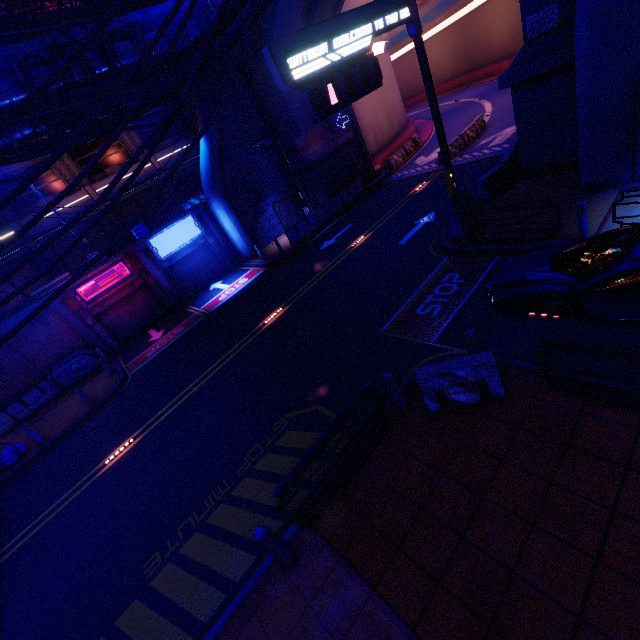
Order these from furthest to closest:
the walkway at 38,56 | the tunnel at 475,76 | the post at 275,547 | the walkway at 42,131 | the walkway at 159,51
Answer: the tunnel at 475,76, the walkway at 159,51, the walkway at 42,131, the walkway at 38,56, the post at 275,547

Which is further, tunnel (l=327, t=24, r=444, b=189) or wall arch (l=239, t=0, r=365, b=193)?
tunnel (l=327, t=24, r=444, b=189)

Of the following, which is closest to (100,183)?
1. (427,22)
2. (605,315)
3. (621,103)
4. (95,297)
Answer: (95,297)

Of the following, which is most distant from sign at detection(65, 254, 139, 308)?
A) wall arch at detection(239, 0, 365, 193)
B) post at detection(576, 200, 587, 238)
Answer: post at detection(576, 200, 587, 238)

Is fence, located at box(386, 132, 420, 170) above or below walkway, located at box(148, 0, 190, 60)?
below

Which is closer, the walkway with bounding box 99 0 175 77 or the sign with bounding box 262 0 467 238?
the sign with bounding box 262 0 467 238

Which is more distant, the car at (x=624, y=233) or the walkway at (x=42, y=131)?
the walkway at (x=42, y=131)

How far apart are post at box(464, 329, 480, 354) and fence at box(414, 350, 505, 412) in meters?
0.2 m
